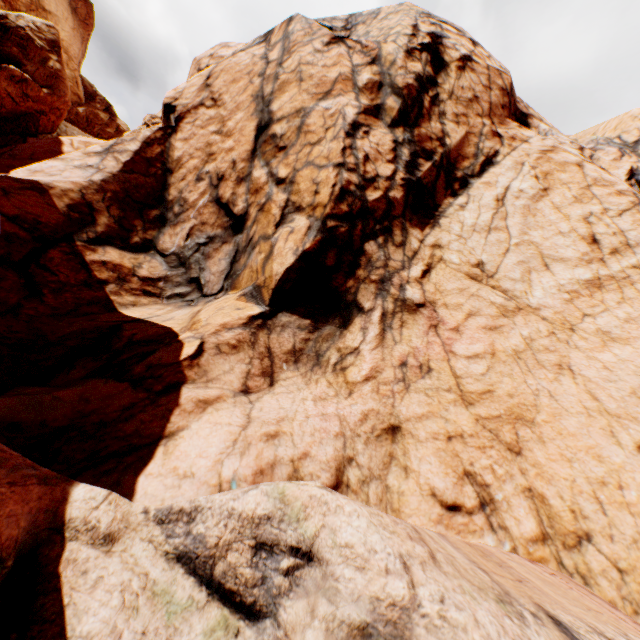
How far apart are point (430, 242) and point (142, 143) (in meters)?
14.10
